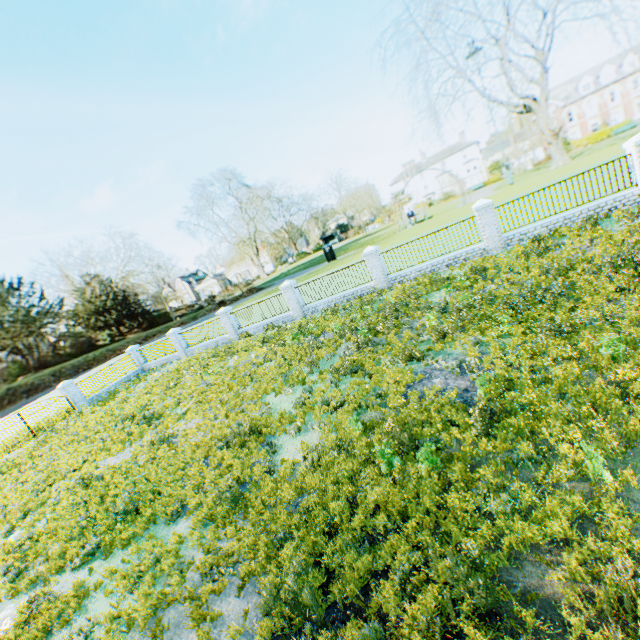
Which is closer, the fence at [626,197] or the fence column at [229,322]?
the fence at [626,197]

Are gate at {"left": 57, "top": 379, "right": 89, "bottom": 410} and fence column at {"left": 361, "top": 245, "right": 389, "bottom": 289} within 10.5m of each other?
no

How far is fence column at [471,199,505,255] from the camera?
14.4 meters

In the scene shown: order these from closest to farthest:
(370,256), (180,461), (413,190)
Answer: (180,461), (370,256), (413,190)

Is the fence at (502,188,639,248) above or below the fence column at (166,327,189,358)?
below

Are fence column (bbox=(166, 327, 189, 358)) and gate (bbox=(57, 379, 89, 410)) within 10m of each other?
yes

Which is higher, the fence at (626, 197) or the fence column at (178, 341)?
the fence column at (178, 341)

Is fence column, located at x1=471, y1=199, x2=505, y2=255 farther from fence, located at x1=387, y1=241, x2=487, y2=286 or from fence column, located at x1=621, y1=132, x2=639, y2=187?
fence column, located at x1=621, y1=132, x2=639, y2=187
